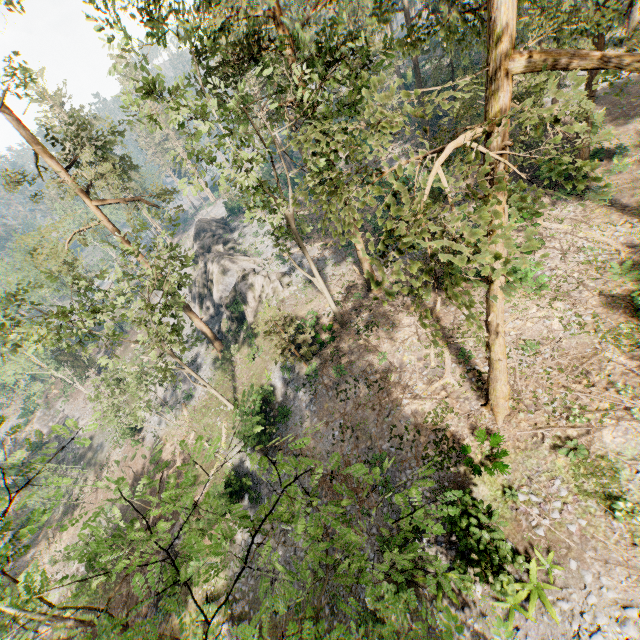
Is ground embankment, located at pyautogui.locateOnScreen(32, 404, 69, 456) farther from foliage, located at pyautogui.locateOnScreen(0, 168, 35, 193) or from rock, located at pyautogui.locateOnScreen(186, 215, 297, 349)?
rock, located at pyautogui.locateOnScreen(186, 215, 297, 349)

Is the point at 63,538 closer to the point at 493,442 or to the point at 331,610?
the point at 331,610

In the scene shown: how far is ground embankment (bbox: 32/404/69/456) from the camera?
44.4 meters

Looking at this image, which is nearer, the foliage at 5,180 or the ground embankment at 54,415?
the foliage at 5,180

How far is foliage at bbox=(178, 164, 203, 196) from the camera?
14.35m

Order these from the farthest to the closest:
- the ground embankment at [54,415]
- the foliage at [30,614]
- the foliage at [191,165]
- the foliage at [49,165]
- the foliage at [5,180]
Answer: the ground embankment at [54,415] → the foliage at [5,180] → the foliage at [49,165] → the foliage at [191,165] → the foliage at [30,614]

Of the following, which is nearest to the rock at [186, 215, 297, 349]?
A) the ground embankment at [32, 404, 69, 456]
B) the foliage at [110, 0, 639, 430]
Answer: the foliage at [110, 0, 639, 430]
